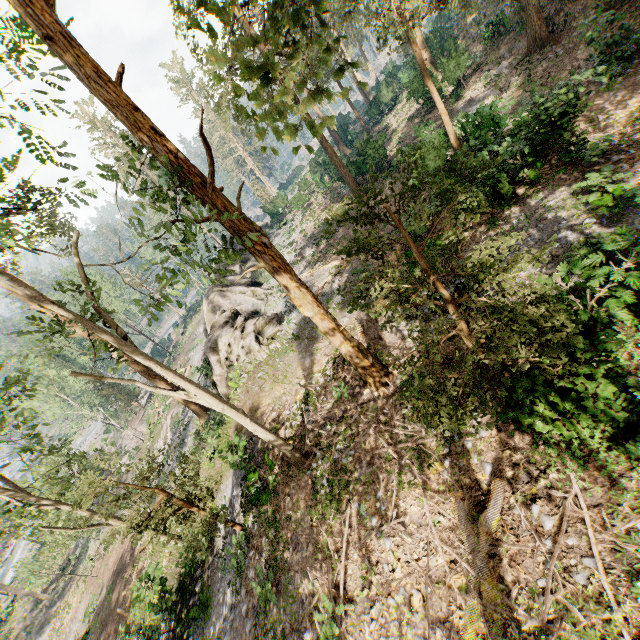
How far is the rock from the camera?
20.3 meters

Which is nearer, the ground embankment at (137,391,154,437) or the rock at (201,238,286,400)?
the rock at (201,238,286,400)

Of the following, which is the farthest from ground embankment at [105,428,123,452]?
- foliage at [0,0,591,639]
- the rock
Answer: the rock

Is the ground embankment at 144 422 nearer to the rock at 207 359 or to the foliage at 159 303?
the foliage at 159 303

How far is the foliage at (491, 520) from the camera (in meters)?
7.06

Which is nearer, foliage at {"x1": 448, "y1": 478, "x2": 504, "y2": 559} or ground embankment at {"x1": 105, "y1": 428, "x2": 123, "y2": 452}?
foliage at {"x1": 448, "y1": 478, "x2": 504, "y2": 559}

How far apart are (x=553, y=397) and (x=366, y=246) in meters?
5.5

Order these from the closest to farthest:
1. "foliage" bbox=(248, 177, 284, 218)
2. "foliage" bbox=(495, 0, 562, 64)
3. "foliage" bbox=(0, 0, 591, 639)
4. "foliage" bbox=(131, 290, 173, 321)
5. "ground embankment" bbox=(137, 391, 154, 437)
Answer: "foliage" bbox=(0, 0, 591, 639)
"foliage" bbox=(131, 290, 173, 321)
"foliage" bbox=(495, 0, 562, 64)
"ground embankment" bbox=(137, 391, 154, 437)
"foliage" bbox=(248, 177, 284, 218)
